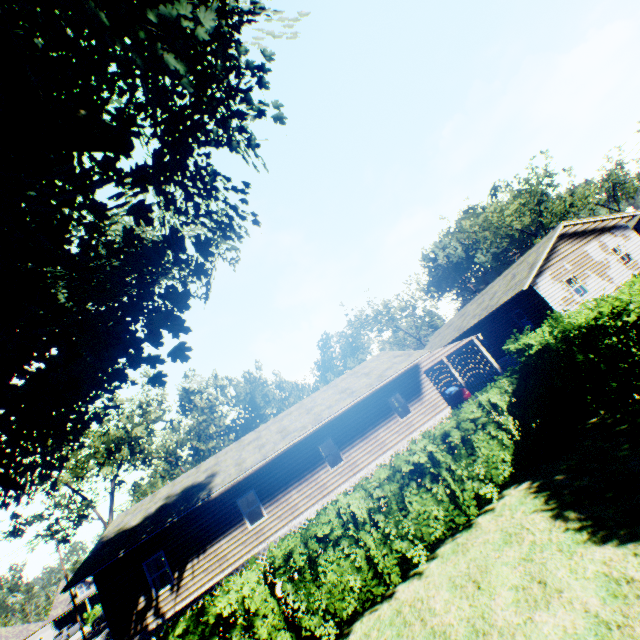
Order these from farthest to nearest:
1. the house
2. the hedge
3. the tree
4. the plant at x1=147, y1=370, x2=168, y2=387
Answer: the tree < the house < the plant at x1=147, y1=370, x2=168, y2=387 < the hedge

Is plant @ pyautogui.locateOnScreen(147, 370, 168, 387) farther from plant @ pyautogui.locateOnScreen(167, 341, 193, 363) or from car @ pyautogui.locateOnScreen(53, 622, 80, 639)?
car @ pyautogui.locateOnScreen(53, 622, 80, 639)

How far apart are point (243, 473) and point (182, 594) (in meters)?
5.98

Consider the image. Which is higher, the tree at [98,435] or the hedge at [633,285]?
the tree at [98,435]

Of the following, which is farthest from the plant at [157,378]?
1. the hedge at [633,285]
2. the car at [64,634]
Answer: the car at [64,634]

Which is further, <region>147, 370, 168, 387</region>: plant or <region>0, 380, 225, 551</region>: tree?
<region>0, 380, 225, 551</region>: tree

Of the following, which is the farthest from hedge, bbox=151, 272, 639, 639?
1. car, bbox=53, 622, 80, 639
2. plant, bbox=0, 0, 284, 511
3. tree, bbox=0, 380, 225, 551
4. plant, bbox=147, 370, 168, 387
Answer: car, bbox=53, 622, 80, 639

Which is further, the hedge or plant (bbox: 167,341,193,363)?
plant (bbox: 167,341,193,363)
